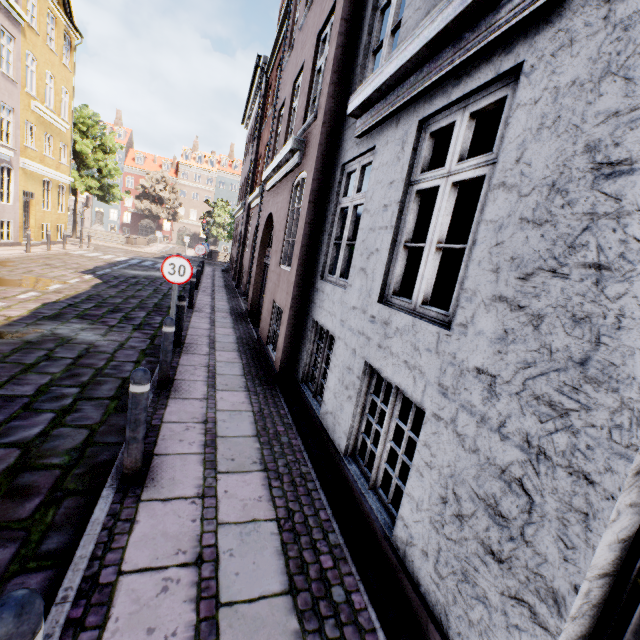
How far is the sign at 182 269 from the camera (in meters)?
5.87

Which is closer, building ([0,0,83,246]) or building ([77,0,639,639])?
Result: building ([77,0,639,639])

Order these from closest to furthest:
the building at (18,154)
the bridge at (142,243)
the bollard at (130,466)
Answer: the bollard at (130,466), the building at (18,154), the bridge at (142,243)

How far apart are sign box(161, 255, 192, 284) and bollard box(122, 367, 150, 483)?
3.4 meters

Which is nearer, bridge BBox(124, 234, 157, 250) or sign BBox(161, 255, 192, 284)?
sign BBox(161, 255, 192, 284)

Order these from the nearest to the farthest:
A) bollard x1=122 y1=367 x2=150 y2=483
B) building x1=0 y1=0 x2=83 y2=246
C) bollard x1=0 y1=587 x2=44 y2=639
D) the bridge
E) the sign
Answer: bollard x1=0 y1=587 x2=44 y2=639 < bollard x1=122 y1=367 x2=150 y2=483 < the sign < building x1=0 y1=0 x2=83 y2=246 < the bridge

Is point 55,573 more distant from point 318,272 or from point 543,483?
point 318,272

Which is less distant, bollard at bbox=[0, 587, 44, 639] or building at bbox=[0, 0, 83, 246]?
bollard at bbox=[0, 587, 44, 639]
